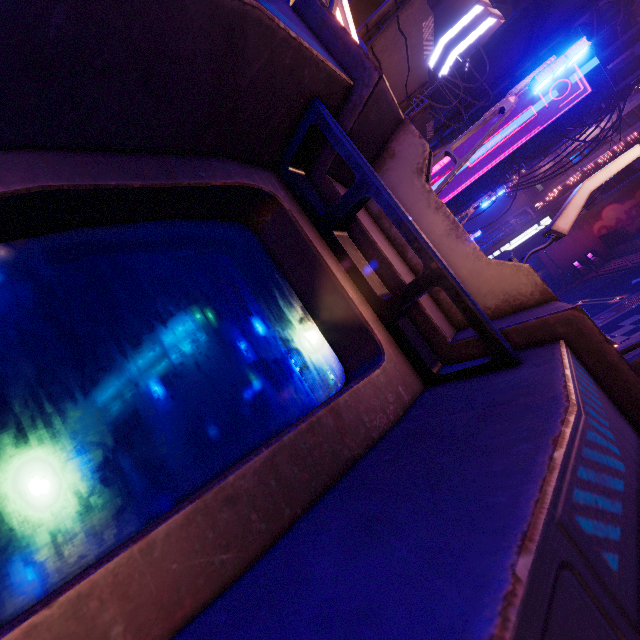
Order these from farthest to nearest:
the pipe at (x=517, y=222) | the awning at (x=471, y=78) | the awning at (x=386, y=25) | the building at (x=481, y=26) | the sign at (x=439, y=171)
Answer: the building at (x=481, y=26), the pipe at (x=517, y=222), the sign at (x=439, y=171), the awning at (x=471, y=78), the awning at (x=386, y=25)

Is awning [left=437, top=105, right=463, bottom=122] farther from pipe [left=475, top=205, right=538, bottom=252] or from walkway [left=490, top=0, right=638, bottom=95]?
pipe [left=475, top=205, right=538, bottom=252]

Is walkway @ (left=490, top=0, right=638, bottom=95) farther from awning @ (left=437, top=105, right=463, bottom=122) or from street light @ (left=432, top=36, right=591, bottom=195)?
street light @ (left=432, top=36, right=591, bottom=195)

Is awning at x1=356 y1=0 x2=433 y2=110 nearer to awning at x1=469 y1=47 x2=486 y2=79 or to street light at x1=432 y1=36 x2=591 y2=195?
street light at x1=432 y1=36 x2=591 y2=195

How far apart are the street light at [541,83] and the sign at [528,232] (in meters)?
17.30

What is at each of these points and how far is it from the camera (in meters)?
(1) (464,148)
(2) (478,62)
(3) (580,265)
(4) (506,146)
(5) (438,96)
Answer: (1) sign, 20.66
(2) awning, 17.36
(3) atm, 37.66
(4) sign, 20.30
(5) awning, 17.95

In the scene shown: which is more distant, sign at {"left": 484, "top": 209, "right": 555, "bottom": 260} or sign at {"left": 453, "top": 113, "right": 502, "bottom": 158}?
sign at {"left": 453, "top": 113, "right": 502, "bottom": 158}

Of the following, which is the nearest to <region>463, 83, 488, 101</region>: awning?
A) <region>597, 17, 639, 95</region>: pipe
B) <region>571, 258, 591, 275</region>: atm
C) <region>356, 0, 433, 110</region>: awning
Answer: <region>597, 17, 639, 95</region>: pipe
